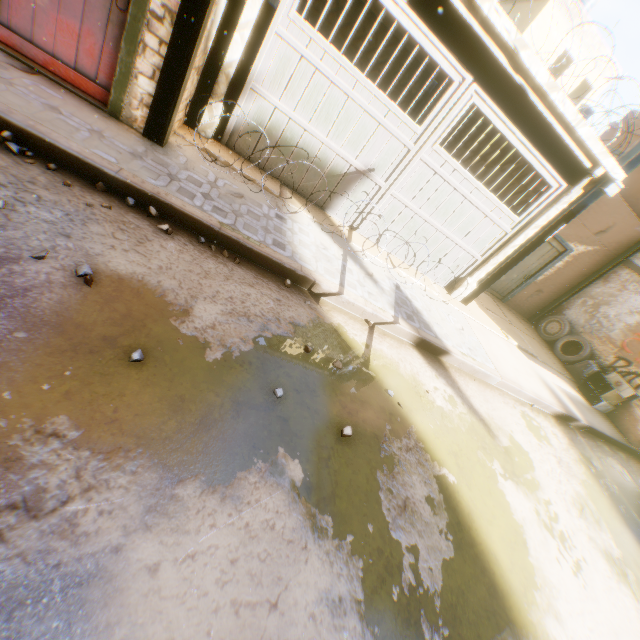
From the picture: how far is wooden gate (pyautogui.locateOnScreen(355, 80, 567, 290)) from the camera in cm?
554

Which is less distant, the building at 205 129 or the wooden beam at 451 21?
the wooden beam at 451 21

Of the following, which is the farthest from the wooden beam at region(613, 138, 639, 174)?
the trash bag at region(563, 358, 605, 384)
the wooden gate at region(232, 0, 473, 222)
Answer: the trash bag at region(563, 358, 605, 384)

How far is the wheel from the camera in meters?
10.0 m

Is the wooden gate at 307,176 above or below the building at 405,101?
below

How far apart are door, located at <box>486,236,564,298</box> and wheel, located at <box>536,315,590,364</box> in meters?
0.4 m

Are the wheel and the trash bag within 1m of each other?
yes

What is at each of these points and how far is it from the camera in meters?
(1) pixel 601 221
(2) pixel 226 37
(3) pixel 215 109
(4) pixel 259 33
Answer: (1) building, 9.5
(2) wooden beam, 4.4
(3) building, 4.9
(4) wooden beam, 4.5
